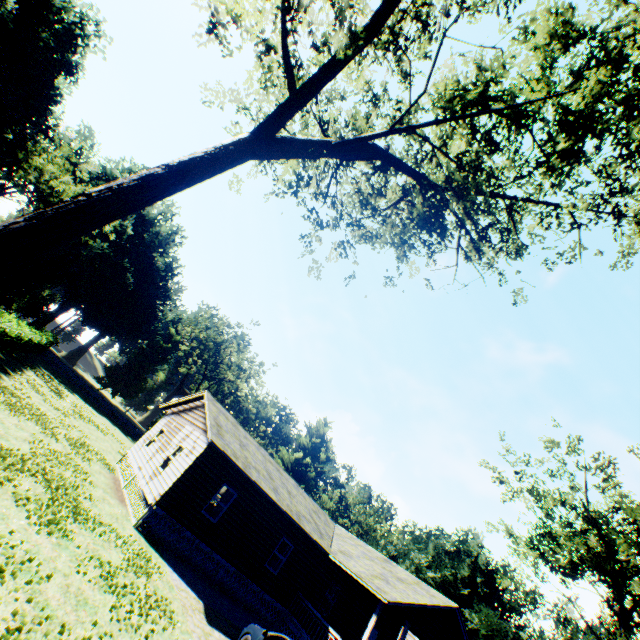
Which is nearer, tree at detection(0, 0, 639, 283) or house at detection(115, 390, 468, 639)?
tree at detection(0, 0, 639, 283)

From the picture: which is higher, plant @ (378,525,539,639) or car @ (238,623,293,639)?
plant @ (378,525,539,639)

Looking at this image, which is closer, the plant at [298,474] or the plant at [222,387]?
the plant at [222,387]

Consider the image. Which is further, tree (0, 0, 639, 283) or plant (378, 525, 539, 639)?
plant (378, 525, 539, 639)

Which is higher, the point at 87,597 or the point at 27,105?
the point at 27,105

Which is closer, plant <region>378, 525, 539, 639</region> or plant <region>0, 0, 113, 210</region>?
plant <region>0, 0, 113, 210</region>

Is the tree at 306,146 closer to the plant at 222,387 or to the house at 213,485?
the house at 213,485

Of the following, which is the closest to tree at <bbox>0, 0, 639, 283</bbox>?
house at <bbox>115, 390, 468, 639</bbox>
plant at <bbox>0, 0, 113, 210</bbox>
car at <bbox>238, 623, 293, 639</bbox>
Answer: car at <bbox>238, 623, 293, 639</bbox>
